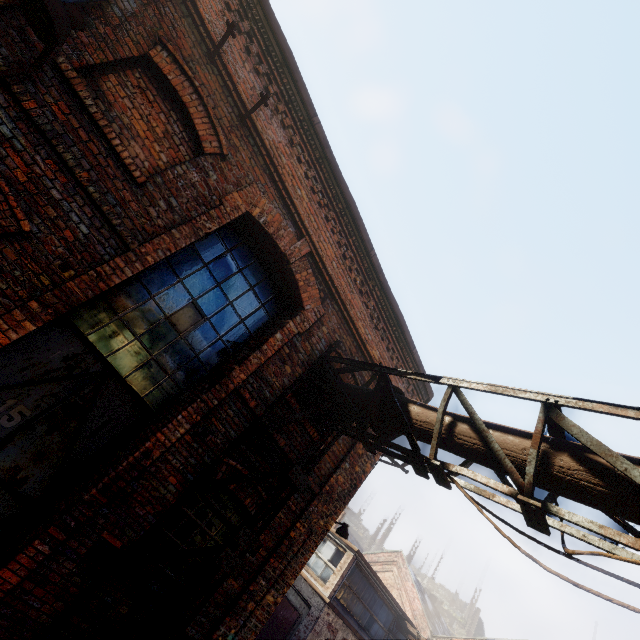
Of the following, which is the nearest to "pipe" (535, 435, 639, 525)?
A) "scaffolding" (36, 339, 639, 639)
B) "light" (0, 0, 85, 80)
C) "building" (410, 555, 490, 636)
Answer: "scaffolding" (36, 339, 639, 639)

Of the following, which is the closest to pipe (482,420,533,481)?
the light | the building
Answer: the light

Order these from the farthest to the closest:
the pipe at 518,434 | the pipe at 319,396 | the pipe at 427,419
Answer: the pipe at 319,396 < the pipe at 427,419 < the pipe at 518,434

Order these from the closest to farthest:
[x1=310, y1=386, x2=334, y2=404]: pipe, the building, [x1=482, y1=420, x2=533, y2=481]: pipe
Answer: [x1=482, y1=420, x2=533, y2=481]: pipe < [x1=310, y1=386, x2=334, y2=404]: pipe < the building

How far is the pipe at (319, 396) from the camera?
5.6m

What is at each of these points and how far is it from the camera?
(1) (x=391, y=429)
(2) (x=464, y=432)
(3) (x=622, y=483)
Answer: (1) pipe, 4.57m
(2) pipe, 3.73m
(3) pipe, 2.66m

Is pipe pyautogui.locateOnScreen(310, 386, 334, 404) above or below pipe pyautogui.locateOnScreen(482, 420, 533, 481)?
below

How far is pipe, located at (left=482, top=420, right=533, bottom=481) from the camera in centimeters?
323cm
